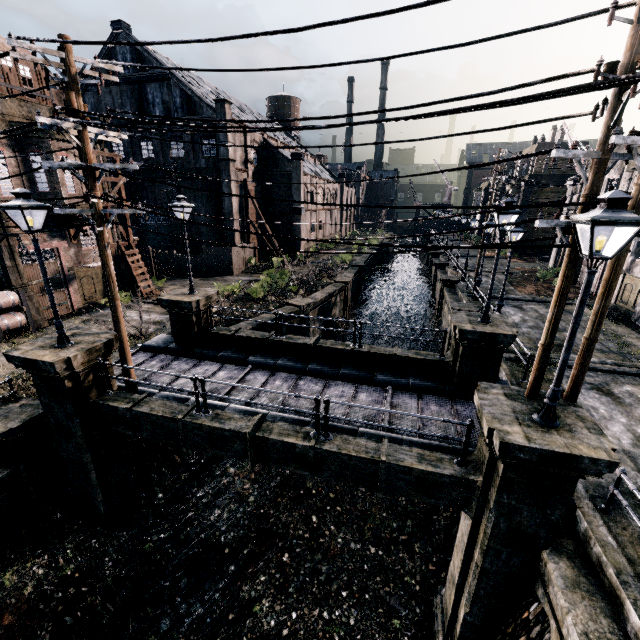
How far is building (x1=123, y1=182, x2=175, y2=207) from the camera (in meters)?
35.22

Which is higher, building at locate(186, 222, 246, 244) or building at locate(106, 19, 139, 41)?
building at locate(106, 19, 139, 41)

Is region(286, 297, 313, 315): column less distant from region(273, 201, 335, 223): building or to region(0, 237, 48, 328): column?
region(273, 201, 335, 223): building

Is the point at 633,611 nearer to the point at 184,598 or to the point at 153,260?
the point at 184,598

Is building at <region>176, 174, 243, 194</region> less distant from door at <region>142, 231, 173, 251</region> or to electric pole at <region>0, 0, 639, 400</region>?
door at <region>142, 231, 173, 251</region>

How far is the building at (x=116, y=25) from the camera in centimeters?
3016cm

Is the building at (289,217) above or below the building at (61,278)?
above
